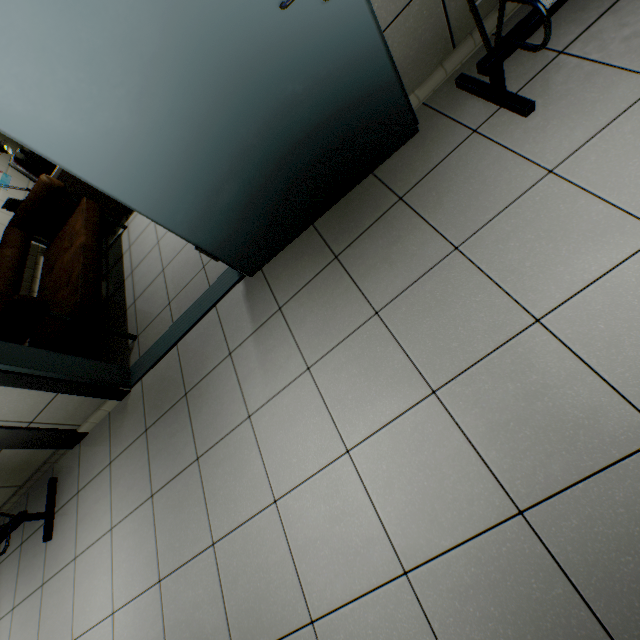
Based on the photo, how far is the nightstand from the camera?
4.0m

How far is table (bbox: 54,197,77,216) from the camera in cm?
390

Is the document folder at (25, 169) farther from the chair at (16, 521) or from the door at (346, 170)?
the chair at (16, 521)

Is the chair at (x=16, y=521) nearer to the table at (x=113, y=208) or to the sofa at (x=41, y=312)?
→ the sofa at (x=41, y=312)

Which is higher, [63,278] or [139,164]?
[139,164]

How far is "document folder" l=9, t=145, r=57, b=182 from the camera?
3.46m

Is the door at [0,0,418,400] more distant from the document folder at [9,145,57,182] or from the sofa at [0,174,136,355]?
the document folder at [9,145,57,182]
